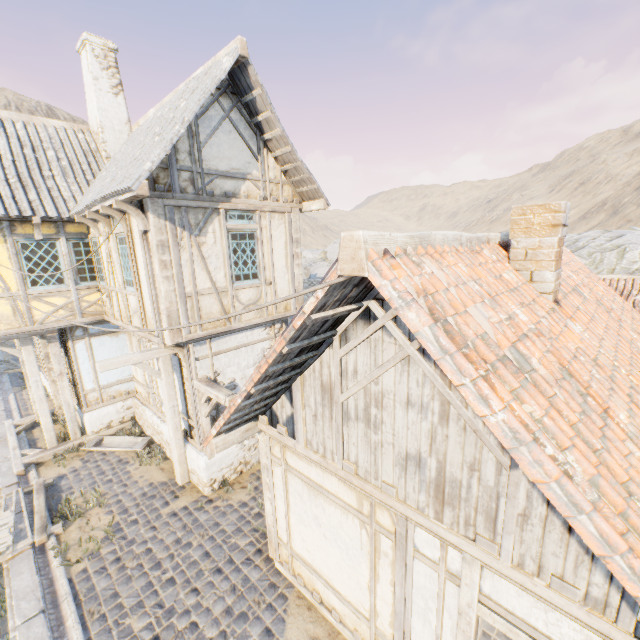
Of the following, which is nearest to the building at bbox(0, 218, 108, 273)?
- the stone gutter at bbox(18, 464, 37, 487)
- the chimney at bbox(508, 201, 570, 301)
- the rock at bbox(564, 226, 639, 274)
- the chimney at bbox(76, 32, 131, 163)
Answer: the stone gutter at bbox(18, 464, 37, 487)

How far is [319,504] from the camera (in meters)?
4.90

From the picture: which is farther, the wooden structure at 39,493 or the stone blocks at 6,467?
the stone blocks at 6,467

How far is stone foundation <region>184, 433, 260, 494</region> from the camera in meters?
7.9 m

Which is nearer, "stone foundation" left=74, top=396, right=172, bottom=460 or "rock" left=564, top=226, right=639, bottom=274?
"stone foundation" left=74, top=396, right=172, bottom=460

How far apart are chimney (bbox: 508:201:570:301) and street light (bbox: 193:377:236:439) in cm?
538

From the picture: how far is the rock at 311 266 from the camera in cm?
3111

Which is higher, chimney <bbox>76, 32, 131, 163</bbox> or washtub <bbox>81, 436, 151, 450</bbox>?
chimney <bbox>76, 32, 131, 163</bbox>
